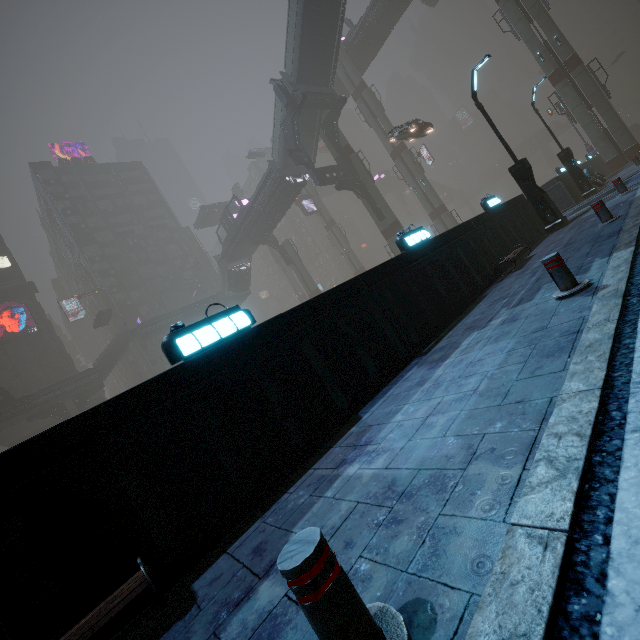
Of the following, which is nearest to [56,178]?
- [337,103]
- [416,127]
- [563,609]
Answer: A: [337,103]

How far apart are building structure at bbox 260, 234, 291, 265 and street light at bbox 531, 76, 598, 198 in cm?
3086

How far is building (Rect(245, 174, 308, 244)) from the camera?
33.1m

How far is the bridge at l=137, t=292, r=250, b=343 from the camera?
44.1m

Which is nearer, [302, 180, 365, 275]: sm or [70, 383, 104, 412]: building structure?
[70, 383, 104, 412]: building structure

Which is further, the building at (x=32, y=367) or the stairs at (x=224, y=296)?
the stairs at (x=224, y=296)

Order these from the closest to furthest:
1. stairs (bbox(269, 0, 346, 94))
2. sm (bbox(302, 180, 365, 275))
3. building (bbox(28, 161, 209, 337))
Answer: stairs (bbox(269, 0, 346, 94)) → sm (bbox(302, 180, 365, 275)) → building (bbox(28, 161, 209, 337))

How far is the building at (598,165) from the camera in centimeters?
2385cm
